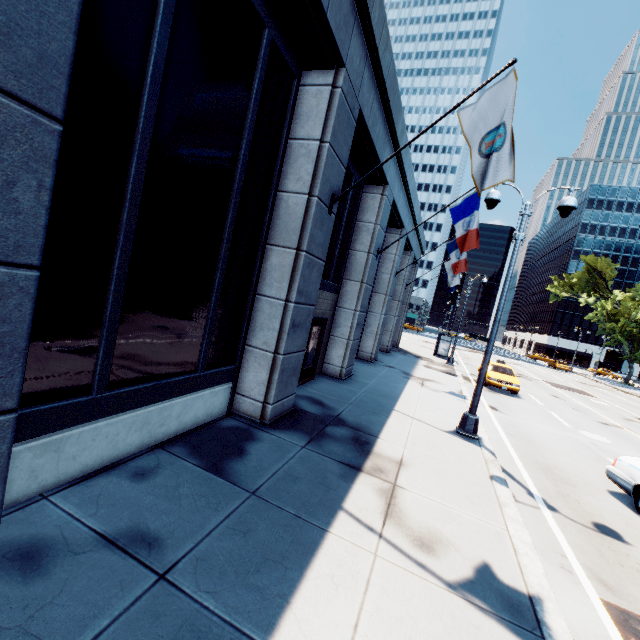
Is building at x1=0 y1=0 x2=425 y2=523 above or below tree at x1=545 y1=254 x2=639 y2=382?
below

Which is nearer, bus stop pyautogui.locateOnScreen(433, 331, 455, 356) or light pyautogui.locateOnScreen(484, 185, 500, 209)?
light pyautogui.locateOnScreen(484, 185, 500, 209)

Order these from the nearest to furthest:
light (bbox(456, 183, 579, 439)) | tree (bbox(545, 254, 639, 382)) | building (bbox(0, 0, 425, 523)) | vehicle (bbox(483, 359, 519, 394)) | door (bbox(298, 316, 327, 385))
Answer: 1. building (bbox(0, 0, 425, 523))
2. light (bbox(456, 183, 579, 439))
3. door (bbox(298, 316, 327, 385))
4. vehicle (bbox(483, 359, 519, 394))
5. tree (bbox(545, 254, 639, 382))

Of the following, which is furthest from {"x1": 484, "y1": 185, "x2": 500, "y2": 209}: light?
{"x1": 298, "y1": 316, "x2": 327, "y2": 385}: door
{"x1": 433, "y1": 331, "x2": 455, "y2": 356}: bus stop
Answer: {"x1": 433, "y1": 331, "x2": 455, "y2": 356}: bus stop

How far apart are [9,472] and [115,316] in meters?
2.0 m

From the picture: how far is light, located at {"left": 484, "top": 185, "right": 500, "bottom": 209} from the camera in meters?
9.3

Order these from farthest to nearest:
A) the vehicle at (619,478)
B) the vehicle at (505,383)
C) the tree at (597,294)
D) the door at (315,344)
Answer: the tree at (597,294) → the vehicle at (505,383) → the door at (315,344) → the vehicle at (619,478)

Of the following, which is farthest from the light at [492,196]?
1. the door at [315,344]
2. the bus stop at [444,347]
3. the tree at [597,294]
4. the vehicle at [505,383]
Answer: the bus stop at [444,347]
